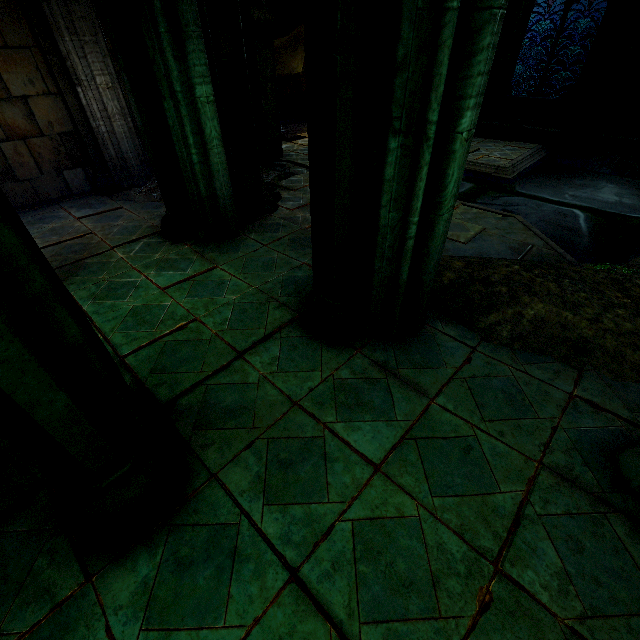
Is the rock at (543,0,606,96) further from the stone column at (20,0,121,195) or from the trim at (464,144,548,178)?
the stone column at (20,0,121,195)

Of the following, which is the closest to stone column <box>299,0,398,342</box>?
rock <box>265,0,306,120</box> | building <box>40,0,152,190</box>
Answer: building <box>40,0,152,190</box>

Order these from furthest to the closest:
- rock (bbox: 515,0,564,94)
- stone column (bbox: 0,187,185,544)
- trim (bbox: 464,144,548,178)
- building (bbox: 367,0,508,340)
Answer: rock (bbox: 515,0,564,94) → trim (bbox: 464,144,548,178) → building (bbox: 367,0,508,340) → stone column (bbox: 0,187,185,544)

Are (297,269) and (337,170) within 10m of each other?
yes

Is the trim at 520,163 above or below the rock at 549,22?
below

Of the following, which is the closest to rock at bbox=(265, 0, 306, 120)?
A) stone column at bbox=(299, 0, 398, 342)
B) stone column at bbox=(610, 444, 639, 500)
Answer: stone column at bbox=(299, 0, 398, 342)

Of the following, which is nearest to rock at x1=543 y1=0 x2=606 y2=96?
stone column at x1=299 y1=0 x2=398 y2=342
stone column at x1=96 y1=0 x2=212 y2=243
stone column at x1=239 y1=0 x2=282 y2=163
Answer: stone column at x1=239 y1=0 x2=282 y2=163

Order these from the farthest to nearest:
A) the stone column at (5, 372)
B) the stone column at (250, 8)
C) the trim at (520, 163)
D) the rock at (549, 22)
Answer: the rock at (549, 22) → the trim at (520, 163) → the stone column at (250, 8) → the stone column at (5, 372)
